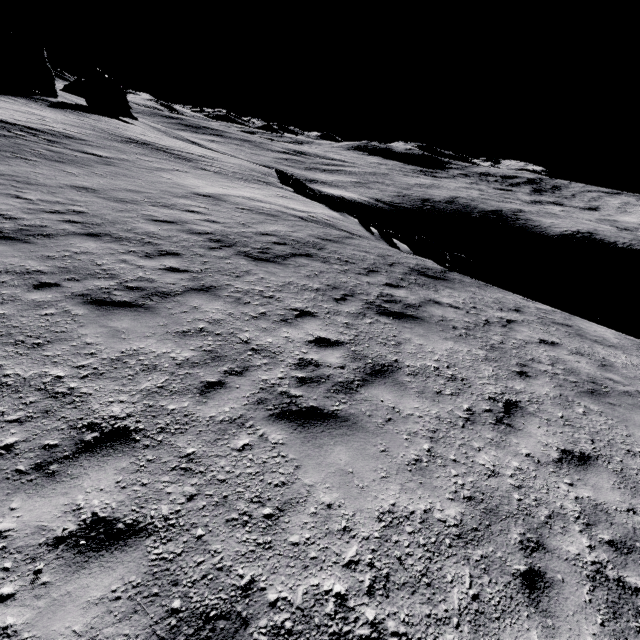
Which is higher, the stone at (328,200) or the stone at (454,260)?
the stone at (328,200)

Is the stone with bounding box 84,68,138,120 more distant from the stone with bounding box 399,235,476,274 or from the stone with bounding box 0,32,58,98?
the stone with bounding box 399,235,476,274

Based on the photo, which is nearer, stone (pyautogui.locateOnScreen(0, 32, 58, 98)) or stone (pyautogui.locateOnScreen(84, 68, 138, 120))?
stone (pyautogui.locateOnScreen(0, 32, 58, 98))

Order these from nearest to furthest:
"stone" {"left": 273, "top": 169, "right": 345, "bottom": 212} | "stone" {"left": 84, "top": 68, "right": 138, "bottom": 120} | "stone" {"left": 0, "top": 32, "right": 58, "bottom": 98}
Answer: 1. "stone" {"left": 273, "top": 169, "right": 345, "bottom": 212}
2. "stone" {"left": 0, "top": 32, "right": 58, "bottom": 98}
3. "stone" {"left": 84, "top": 68, "right": 138, "bottom": 120}

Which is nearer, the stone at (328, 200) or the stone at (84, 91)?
the stone at (328, 200)

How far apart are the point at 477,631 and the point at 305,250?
9.6 meters

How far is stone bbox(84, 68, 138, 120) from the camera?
48.7m

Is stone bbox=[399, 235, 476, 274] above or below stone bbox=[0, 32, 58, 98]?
below
